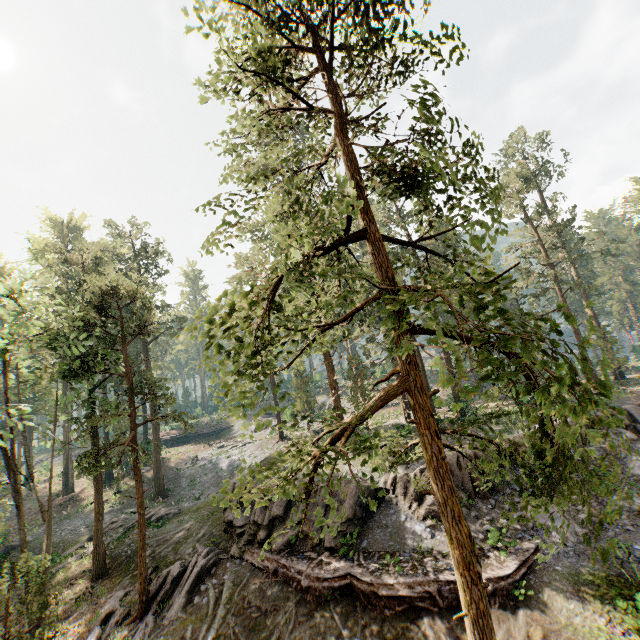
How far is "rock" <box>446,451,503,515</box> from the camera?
16.6 meters

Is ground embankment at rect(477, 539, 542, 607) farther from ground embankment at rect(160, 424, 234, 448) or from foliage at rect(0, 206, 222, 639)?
ground embankment at rect(160, 424, 234, 448)

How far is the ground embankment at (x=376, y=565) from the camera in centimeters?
1264cm

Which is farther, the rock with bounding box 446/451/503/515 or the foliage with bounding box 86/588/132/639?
the rock with bounding box 446/451/503/515

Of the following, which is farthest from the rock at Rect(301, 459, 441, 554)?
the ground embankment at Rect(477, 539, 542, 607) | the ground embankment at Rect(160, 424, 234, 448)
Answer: the ground embankment at Rect(160, 424, 234, 448)

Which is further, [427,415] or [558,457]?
[427,415]

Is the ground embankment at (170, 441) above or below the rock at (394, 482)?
above
